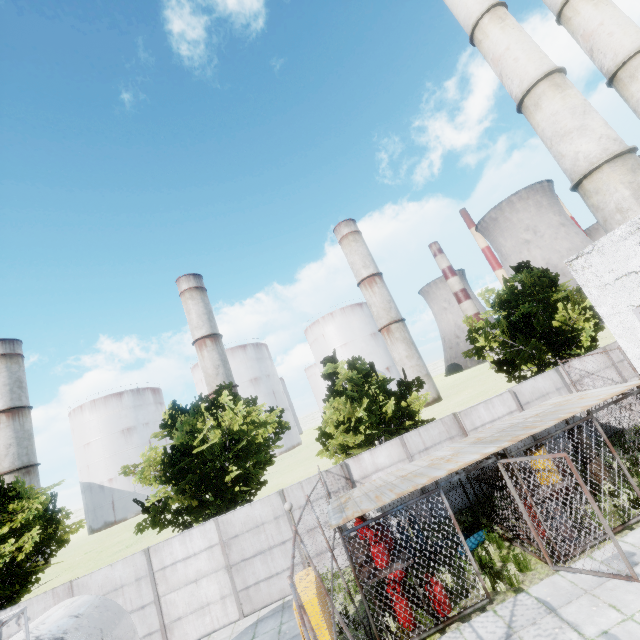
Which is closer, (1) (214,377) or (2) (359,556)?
(2) (359,556)

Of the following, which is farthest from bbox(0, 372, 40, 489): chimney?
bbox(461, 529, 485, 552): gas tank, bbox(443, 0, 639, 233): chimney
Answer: bbox(443, 0, 639, 233): chimney

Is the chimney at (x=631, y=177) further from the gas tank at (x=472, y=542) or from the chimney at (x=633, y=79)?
the gas tank at (x=472, y=542)

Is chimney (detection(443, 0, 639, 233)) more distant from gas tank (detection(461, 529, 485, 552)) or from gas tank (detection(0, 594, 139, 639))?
gas tank (detection(0, 594, 139, 639))

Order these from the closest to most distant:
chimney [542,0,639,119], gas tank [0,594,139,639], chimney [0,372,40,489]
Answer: gas tank [0,594,139,639], chimney [542,0,639,119], chimney [0,372,40,489]

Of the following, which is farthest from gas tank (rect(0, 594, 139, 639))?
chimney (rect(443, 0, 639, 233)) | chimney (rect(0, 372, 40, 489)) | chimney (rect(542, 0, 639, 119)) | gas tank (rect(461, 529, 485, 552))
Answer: chimney (rect(0, 372, 40, 489))

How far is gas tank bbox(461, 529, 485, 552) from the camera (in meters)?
10.80

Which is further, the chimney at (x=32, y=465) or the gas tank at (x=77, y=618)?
the chimney at (x=32, y=465)
